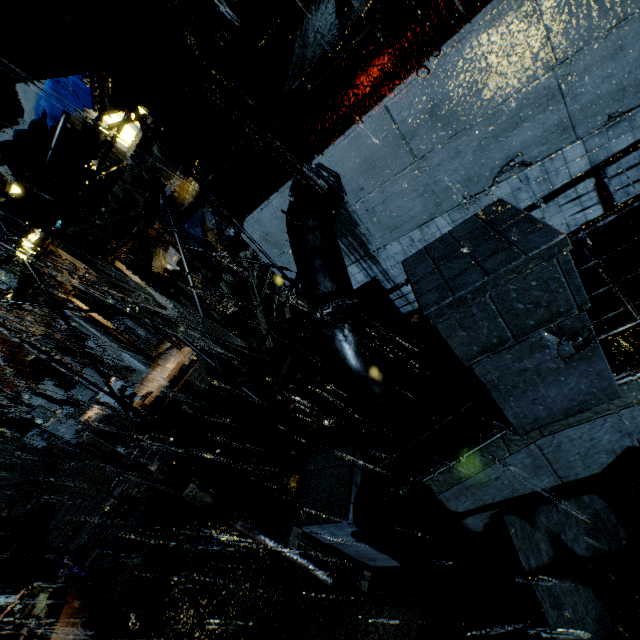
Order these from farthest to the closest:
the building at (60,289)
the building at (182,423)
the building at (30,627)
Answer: the building at (60,289) < the building at (182,423) < the building at (30,627)

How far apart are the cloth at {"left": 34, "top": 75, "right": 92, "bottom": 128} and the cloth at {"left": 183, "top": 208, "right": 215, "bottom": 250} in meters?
6.8 m

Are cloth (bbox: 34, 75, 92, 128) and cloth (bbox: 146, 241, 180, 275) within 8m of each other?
yes

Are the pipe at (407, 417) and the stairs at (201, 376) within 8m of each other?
no

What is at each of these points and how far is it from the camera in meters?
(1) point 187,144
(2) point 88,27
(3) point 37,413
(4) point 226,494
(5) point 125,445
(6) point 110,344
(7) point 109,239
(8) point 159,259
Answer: (1) beam, 8.0
(2) building vent, 5.0
(3) street light, 20.0
(4) building, 7.7
(5) pipe, 18.0
(6) building, 19.2
(7) building, 21.2
(8) cloth, 21.9

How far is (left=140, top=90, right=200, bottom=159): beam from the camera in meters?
7.5 m

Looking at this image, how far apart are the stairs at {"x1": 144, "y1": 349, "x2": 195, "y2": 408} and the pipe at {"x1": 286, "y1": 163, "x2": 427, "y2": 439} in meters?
9.7

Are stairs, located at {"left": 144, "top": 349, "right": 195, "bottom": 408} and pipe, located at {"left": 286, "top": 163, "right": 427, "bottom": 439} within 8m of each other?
no
